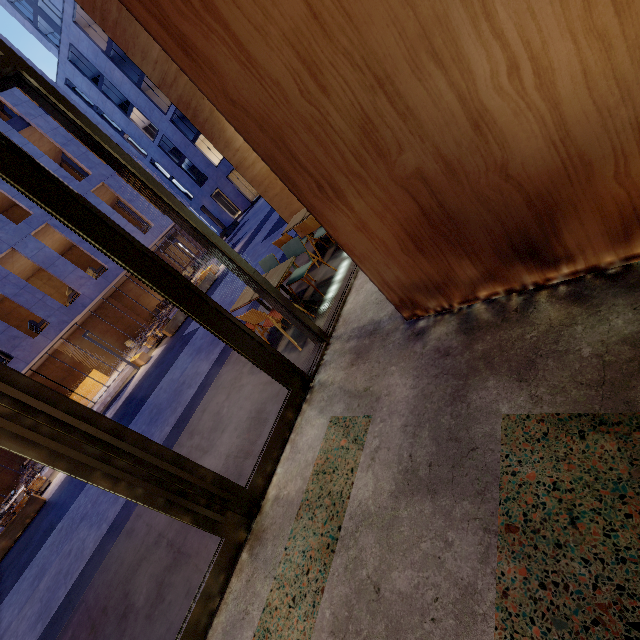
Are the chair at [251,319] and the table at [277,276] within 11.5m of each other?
yes

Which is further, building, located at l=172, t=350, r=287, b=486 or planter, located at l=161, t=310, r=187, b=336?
planter, located at l=161, t=310, r=187, b=336

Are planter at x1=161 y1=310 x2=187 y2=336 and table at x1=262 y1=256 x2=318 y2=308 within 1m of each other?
no

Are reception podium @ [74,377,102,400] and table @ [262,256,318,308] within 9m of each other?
no

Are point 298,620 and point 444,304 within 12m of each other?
yes

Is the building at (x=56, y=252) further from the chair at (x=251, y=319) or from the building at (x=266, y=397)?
the chair at (x=251, y=319)

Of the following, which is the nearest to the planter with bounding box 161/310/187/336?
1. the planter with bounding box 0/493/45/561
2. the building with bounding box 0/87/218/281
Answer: the building with bounding box 0/87/218/281

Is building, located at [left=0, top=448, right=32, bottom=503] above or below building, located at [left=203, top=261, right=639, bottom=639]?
above
